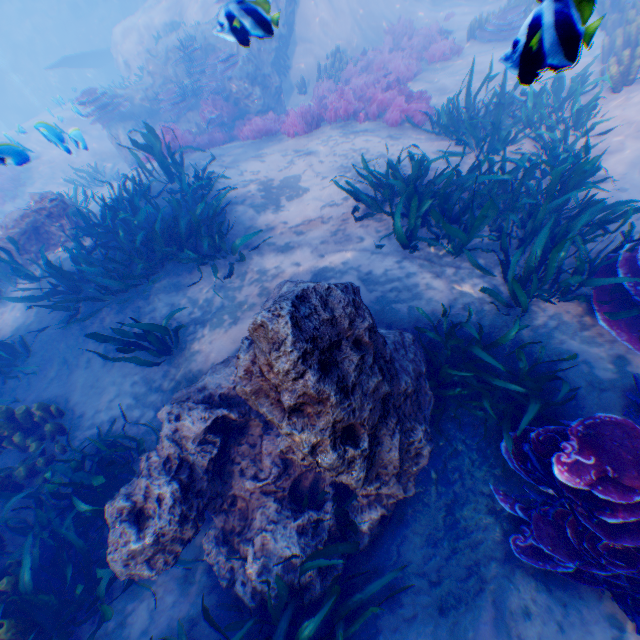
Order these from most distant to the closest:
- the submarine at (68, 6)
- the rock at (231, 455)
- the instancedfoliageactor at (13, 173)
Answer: the submarine at (68, 6), the instancedfoliageactor at (13, 173), the rock at (231, 455)

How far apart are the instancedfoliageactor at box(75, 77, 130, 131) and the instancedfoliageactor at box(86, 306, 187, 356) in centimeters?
1221cm

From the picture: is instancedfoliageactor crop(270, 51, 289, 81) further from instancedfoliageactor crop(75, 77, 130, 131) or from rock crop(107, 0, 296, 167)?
instancedfoliageactor crop(75, 77, 130, 131)

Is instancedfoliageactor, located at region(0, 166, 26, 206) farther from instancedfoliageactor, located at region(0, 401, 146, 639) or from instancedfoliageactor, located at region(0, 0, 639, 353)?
instancedfoliageactor, located at region(0, 401, 146, 639)

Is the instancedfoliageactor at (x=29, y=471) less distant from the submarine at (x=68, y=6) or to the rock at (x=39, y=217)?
the rock at (x=39, y=217)

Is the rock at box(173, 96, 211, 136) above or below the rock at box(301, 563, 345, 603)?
above

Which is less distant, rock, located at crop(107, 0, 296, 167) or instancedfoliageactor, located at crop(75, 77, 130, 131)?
rock, located at crop(107, 0, 296, 167)

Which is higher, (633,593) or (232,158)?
(232,158)
